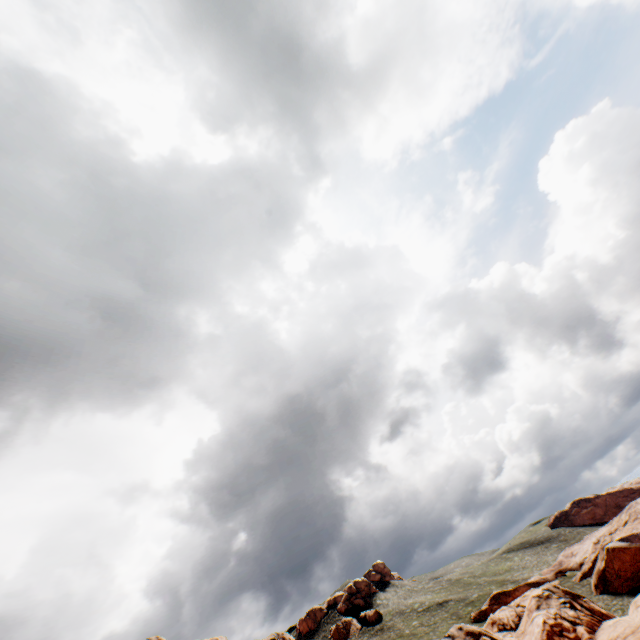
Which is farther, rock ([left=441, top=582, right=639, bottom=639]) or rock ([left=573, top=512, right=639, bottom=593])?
rock ([left=573, top=512, right=639, bottom=593])

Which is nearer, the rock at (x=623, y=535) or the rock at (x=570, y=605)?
the rock at (x=570, y=605)

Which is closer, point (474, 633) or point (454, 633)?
point (474, 633)
